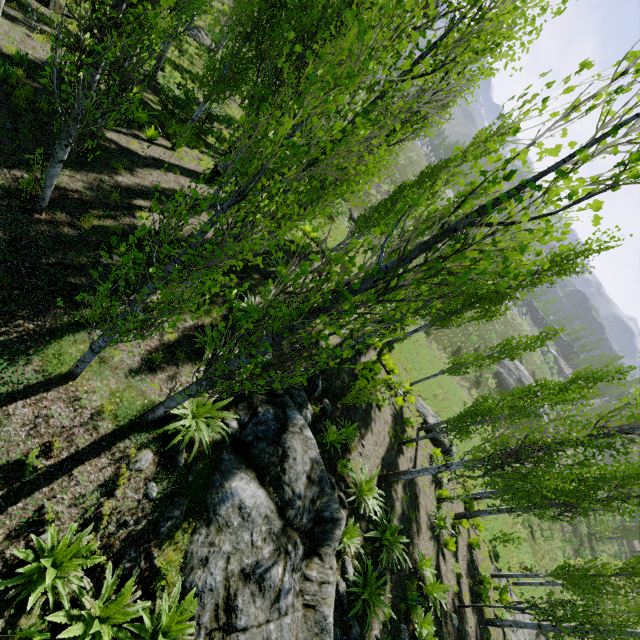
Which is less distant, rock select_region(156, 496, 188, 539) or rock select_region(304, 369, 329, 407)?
rock select_region(156, 496, 188, 539)

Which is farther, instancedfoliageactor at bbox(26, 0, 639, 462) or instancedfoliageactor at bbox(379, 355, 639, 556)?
instancedfoliageactor at bbox(379, 355, 639, 556)

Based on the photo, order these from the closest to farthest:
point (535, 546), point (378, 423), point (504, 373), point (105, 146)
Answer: point (105, 146) < point (378, 423) < point (535, 546) < point (504, 373)

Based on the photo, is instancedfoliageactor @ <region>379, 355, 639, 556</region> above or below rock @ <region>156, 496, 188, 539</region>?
above

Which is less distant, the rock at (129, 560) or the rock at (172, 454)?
the rock at (129, 560)

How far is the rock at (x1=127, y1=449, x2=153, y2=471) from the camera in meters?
5.6

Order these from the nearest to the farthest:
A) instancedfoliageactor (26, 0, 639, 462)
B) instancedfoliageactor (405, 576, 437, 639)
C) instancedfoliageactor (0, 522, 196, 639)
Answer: instancedfoliageactor (26, 0, 639, 462) → instancedfoliageactor (0, 522, 196, 639) → instancedfoliageactor (405, 576, 437, 639)

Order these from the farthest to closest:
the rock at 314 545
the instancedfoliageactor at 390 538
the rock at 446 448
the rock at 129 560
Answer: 1. the rock at 446 448
2. the instancedfoliageactor at 390 538
3. the rock at 314 545
4. the rock at 129 560
